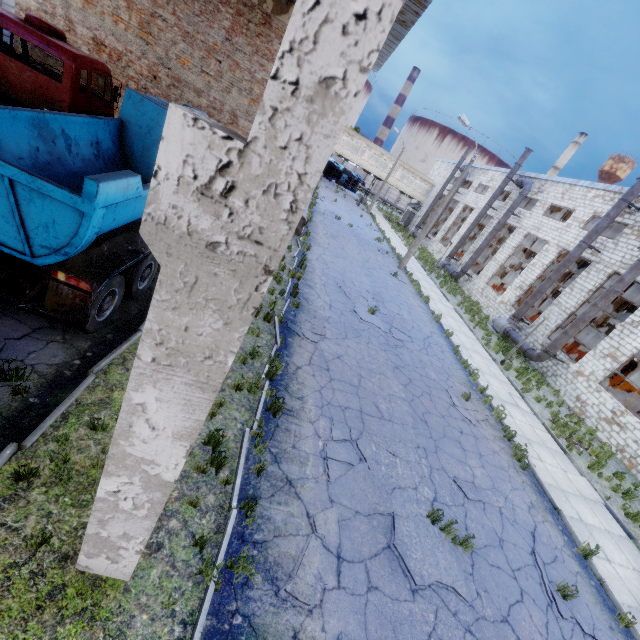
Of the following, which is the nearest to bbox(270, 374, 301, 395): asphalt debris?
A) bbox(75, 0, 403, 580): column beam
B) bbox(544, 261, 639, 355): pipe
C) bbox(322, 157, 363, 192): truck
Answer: bbox(75, 0, 403, 580): column beam

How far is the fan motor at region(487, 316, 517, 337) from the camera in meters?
22.3

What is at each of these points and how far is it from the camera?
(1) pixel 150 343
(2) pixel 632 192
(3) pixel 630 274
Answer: (1) column beam, 2.12m
(2) pipe, 18.16m
(3) pipe, 16.38m

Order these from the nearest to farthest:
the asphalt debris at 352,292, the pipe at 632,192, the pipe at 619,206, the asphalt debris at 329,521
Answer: the asphalt debris at 329,521
the asphalt debris at 352,292
the pipe at 632,192
the pipe at 619,206

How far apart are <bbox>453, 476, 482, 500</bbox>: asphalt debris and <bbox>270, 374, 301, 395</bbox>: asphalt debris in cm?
421

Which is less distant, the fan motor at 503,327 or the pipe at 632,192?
the pipe at 632,192

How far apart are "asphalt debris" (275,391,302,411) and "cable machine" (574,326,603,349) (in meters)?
32.69

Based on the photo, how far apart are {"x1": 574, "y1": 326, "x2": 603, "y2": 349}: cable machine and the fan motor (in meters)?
12.10
